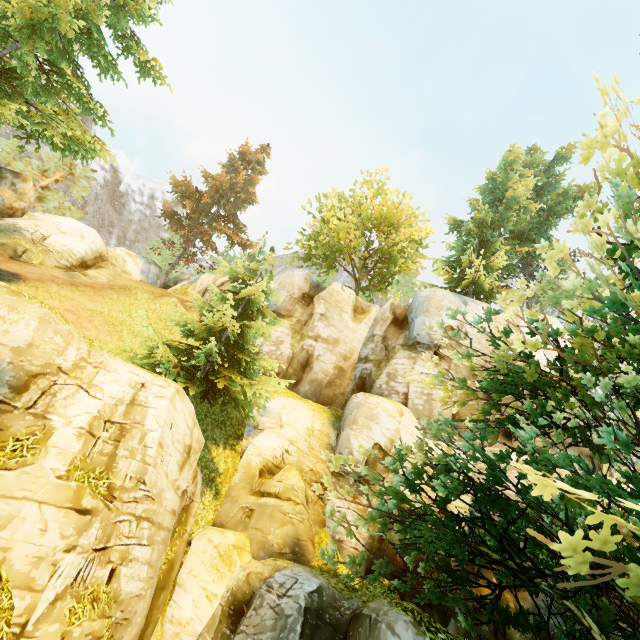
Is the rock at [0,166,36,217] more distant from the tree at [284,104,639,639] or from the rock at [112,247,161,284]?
the rock at [112,247,161,284]

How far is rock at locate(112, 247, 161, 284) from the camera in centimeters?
2930cm

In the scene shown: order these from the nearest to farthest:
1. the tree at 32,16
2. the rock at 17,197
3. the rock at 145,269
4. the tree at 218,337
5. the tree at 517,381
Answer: the tree at 517,381
the tree at 32,16
the tree at 218,337
the rock at 17,197
the rock at 145,269

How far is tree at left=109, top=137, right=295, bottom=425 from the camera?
13.5 meters

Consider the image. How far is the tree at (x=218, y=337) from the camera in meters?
13.5 m

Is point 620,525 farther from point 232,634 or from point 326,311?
point 326,311

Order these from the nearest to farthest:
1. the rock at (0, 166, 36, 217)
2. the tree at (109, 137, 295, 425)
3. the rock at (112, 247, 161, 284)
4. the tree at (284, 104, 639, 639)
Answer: the tree at (284, 104, 639, 639) < the tree at (109, 137, 295, 425) < the rock at (0, 166, 36, 217) < the rock at (112, 247, 161, 284)
